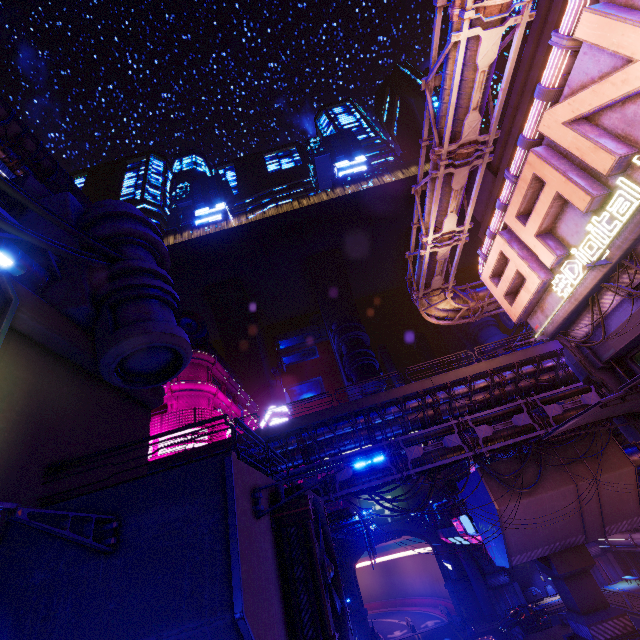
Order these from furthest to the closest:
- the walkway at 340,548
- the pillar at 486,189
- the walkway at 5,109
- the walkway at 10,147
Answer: the walkway at 10,147 → the walkway at 5,109 → the walkway at 340,548 → the pillar at 486,189

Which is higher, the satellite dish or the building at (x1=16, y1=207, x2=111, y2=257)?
the satellite dish

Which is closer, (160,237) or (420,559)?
(160,237)

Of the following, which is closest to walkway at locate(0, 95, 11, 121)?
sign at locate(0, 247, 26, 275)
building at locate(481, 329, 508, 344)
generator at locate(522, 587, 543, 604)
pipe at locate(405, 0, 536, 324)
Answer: pipe at locate(405, 0, 536, 324)

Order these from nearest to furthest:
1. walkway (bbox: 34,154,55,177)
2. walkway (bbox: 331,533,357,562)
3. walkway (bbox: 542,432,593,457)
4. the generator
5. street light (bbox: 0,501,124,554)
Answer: street light (bbox: 0,501,124,554)
walkway (bbox: 542,432,593,457)
walkway (bbox: 331,533,357,562)
walkway (bbox: 34,154,55,177)
the generator

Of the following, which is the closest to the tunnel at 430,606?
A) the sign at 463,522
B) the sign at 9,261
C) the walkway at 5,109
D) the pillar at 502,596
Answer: the pillar at 502,596

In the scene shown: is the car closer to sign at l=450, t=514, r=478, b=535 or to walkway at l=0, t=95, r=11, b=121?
sign at l=450, t=514, r=478, b=535

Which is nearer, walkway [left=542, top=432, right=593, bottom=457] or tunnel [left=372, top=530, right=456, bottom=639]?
walkway [left=542, top=432, right=593, bottom=457]
